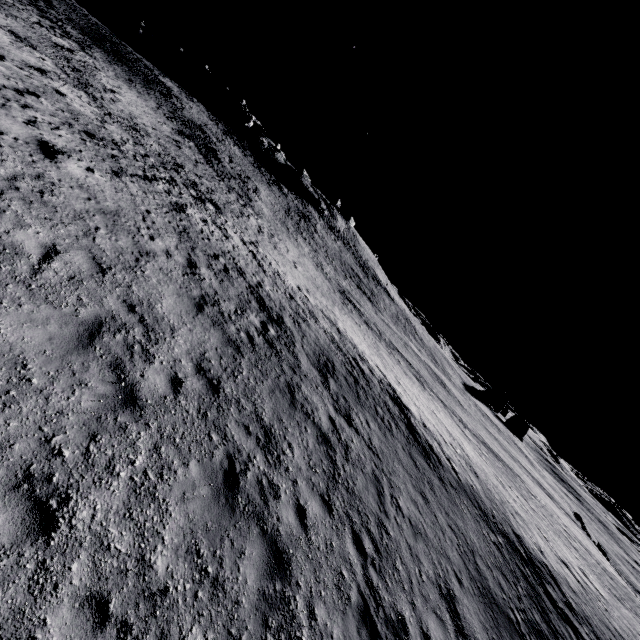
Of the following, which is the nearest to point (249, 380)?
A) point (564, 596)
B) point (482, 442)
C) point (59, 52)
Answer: point (564, 596)
